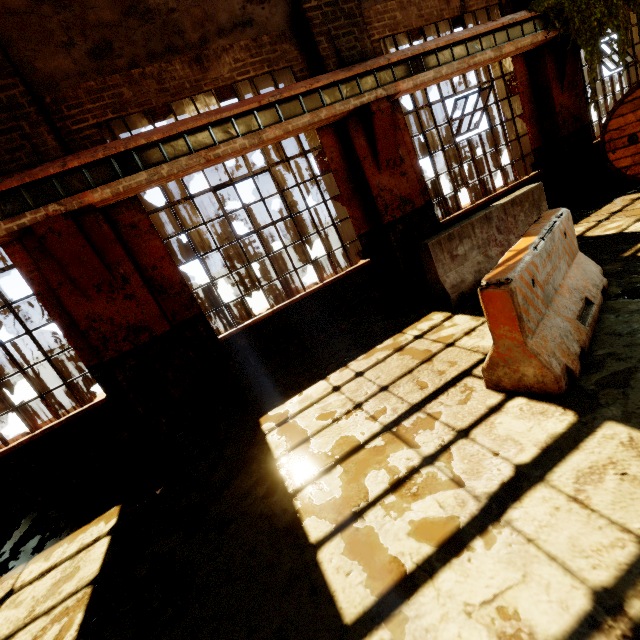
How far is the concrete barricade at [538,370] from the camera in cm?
257

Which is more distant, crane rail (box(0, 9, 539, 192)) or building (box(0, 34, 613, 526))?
building (box(0, 34, 613, 526))

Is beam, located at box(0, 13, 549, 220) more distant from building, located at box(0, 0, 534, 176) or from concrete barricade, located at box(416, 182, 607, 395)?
concrete barricade, located at box(416, 182, 607, 395)

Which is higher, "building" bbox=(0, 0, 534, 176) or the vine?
"building" bbox=(0, 0, 534, 176)

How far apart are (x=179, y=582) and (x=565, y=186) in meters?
10.0

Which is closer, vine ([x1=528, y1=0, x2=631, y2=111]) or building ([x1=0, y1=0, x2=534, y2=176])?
building ([x1=0, y1=0, x2=534, y2=176])

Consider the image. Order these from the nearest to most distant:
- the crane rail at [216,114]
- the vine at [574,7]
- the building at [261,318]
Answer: the crane rail at [216,114] → the building at [261,318] → the vine at [574,7]

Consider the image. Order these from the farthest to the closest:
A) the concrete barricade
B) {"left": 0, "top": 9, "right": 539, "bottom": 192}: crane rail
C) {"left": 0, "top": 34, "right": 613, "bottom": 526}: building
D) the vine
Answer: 1. the vine
2. {"left": 0, "top": 34, "right": 613, "bottom": 526}: building
3. {"left": 0, "top": 9, "right": 539, "bottom": 192}: crane rail
4. the concrete barricade
